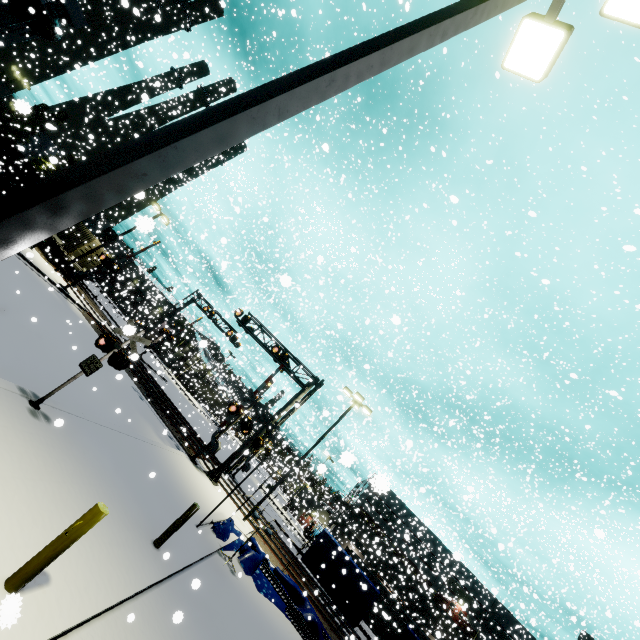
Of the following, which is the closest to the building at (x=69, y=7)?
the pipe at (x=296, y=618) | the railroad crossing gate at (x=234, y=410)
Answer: the pipe at (x=296, y=618)

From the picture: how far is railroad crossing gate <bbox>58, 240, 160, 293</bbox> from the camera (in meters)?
23.61

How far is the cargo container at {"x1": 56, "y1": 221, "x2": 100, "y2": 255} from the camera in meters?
28.4

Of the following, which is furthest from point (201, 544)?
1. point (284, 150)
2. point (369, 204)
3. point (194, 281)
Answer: point (284, 150)

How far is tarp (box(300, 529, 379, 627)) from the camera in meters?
15.9

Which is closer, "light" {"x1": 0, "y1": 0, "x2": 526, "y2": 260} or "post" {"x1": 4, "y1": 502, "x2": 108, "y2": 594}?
"light" {"x1": 0, "y1": 0, "x2": 526, "y2": 260}

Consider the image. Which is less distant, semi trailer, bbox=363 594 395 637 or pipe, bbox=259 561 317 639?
pipe, bbox=259 561 317 639

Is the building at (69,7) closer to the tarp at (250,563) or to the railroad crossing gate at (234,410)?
the tarp at (250,563)
